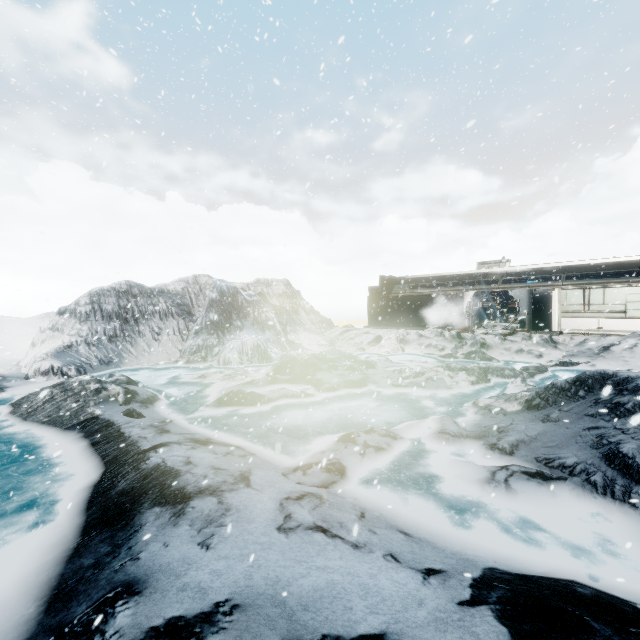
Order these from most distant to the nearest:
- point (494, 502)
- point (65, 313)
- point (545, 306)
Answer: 1. point (545, 306)
2. point (65, 313)
3. point (494, 502)
